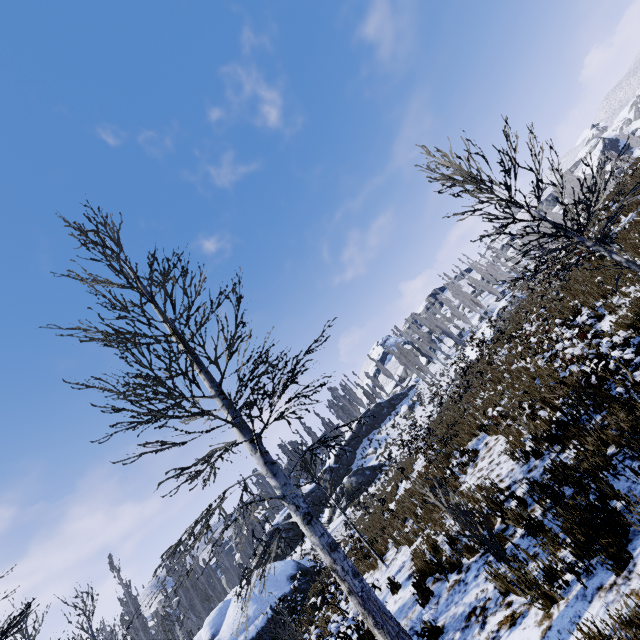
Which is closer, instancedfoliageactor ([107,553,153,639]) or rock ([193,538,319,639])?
rock ([193,538,319,639])

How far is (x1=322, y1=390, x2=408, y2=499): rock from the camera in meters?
35.8 m

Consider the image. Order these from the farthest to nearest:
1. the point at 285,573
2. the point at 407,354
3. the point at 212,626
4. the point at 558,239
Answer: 1. the point at 407,354
2. the point at 558,239
3. the point at 285,573
4. the point at 212,626

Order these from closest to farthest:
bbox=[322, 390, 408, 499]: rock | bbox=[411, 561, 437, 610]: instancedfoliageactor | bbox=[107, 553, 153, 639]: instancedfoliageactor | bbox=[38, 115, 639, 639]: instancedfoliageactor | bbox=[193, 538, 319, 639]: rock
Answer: bbox=[38, 115, 639, 639]: instancedfoliageactor → bbox=[411, 561, 437, 610]: instancedfoliageactor → bbox=[193, 538, 319, 639]: rock → bbox=[107, 553, 153, 639]: instancedfoliageactor → bbox=[322, 390, 408, 499]: rock

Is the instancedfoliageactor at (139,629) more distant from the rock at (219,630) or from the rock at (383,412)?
the rock at (219,630)

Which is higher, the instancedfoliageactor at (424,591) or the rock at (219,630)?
the rock at (219,630)

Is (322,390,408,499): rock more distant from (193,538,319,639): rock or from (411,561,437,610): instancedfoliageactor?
(193,538,319,639): rock
